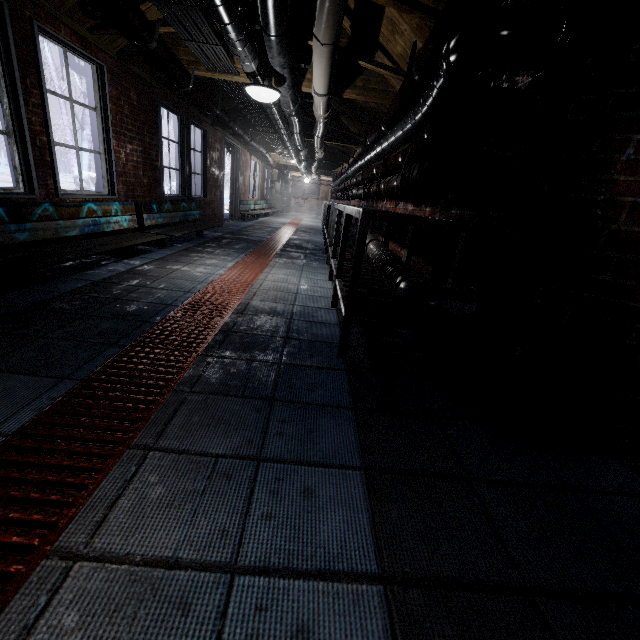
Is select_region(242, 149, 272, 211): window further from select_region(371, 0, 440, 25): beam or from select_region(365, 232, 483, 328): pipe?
select_region(371, 0, 440, 25): beam

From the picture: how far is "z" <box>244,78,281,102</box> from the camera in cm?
288

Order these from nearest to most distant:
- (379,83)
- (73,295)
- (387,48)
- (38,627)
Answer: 1. (38,627)
2. (73,295)
3. (387,48)
4. (379,83)

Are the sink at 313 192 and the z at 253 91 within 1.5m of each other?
no

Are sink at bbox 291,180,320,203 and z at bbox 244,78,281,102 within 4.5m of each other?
no

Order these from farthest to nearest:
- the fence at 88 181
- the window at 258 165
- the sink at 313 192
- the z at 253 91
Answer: the sink at 313 192 < the window at 258 165 < the fence at 88 181 < the z at 253 91

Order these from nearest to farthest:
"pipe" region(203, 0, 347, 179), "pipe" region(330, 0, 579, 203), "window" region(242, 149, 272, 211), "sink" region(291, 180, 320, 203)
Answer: "pipe" region(330, 0, 579, 203)
"pipe" region(203, 0, 347, 179)
"window" region(242, 149, 272, 211)
"sink" region(291, 180, 320, 203)

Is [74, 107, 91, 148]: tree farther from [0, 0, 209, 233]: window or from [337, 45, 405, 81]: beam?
[337, 45, 405, 81]: beam
